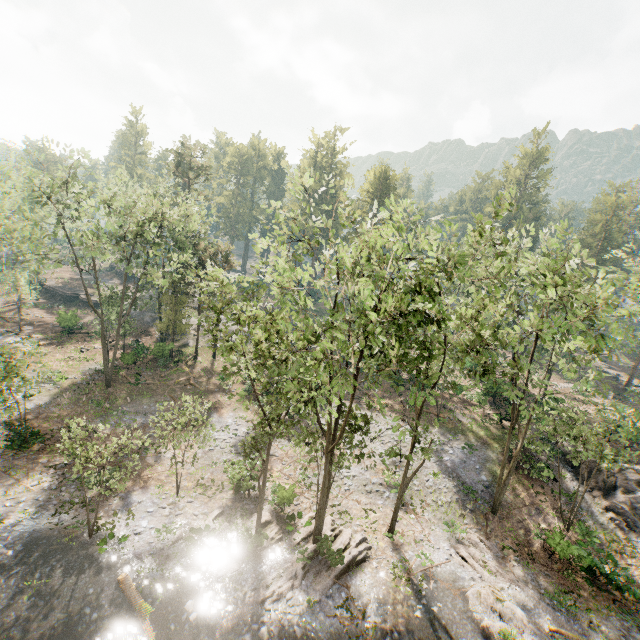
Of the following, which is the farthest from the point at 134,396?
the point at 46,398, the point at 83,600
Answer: the point at 83,600

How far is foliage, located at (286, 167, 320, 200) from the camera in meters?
13.3

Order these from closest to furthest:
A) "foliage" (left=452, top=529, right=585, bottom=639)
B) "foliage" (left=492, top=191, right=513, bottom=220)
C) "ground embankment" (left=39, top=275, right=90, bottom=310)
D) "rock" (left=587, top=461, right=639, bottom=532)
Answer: "foliage" (left=492, top=191, right=513, bottom=220), "foliage" (left=452, top=529, right=585, bottom=639), "rock" (left=587, top=461, right=639, bottom=532), "ground embankment" (left=39, top=275, right=90, bottom=310)

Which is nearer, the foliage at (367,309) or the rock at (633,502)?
the foliage at (367,309)

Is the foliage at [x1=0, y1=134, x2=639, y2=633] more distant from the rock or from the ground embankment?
the rock

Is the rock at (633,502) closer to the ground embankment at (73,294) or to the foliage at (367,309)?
the foliage at (367,309)

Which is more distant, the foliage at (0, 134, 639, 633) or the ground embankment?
the ground embankment
